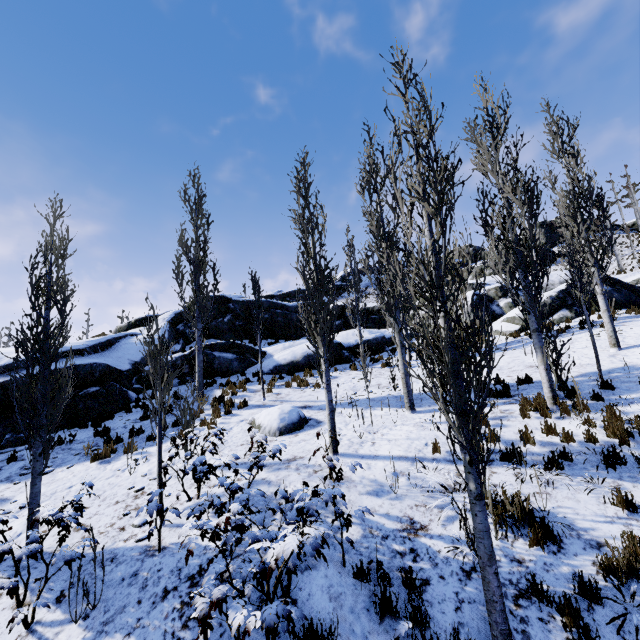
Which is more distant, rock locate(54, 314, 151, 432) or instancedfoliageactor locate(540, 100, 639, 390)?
rock locate(54, 314, 151, 432)

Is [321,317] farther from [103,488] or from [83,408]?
[83,408]

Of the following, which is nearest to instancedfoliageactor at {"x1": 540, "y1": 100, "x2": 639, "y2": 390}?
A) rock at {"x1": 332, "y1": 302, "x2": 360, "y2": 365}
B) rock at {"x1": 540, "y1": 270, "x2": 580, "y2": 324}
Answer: rock at {"x1": 332, "y1": 302, "x2": 360, "y2": 365}

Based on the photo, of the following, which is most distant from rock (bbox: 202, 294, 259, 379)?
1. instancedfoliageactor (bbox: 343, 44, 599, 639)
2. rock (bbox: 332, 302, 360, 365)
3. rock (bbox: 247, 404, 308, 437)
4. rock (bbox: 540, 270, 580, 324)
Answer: rock (bbox: 247, 404, 308, 437)

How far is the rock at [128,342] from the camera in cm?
1174

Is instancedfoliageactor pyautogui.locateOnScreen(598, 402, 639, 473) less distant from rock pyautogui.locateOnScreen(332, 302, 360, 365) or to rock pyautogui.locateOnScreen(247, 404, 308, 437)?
rock pyautogui.locateOnScreen(332, 302, 360, 365)

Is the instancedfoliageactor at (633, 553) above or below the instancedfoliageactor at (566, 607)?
above
